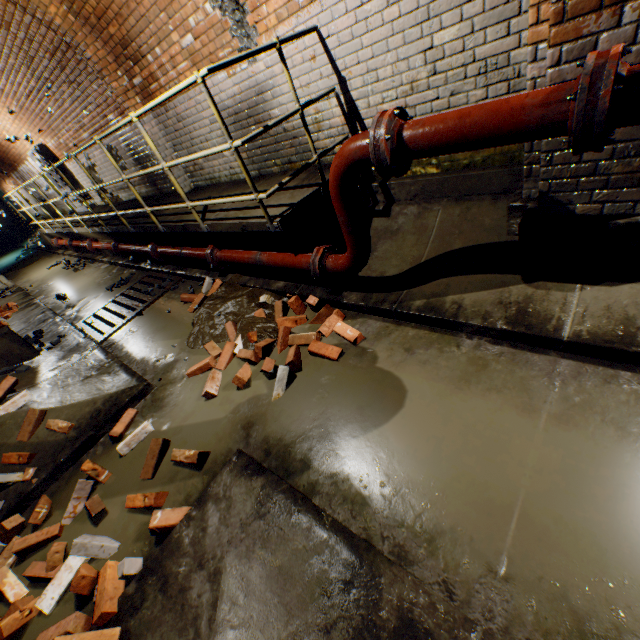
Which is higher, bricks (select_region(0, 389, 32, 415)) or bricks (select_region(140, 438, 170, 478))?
bricks (select_region(0, 389, 32, 415))

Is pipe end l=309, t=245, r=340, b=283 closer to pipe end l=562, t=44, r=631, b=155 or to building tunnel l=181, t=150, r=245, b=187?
building tunnel l=181, t=150, r=245, b=187

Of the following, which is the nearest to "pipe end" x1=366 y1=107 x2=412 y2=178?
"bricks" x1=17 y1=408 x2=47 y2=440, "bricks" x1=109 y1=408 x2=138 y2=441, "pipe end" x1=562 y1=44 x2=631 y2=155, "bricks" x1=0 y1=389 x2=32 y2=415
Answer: "pipe end" x1=562 y1=44 x2=631 y2=155

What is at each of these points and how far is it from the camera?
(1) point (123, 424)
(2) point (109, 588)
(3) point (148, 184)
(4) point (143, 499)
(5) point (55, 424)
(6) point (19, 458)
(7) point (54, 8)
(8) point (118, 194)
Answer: (1) bricks, 3.12m
(2) bricks, 1.88m
(3) building tunnel, 7.17m
(4) bricks, 2.37m
(5) bricks, 3.27m
(6) bricks, 3.07m
(7) wall archway, 4.34m
(8) building tunnel, 8.52m

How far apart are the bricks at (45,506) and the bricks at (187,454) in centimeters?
59cm

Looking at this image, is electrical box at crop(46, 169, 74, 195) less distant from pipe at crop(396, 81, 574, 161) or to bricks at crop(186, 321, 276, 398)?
bricks at crop(186, 321, 276, 398)

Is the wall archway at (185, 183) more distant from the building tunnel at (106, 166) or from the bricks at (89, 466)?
the bricks at (89, 466)

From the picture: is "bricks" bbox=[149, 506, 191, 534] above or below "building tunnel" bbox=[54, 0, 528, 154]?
below
